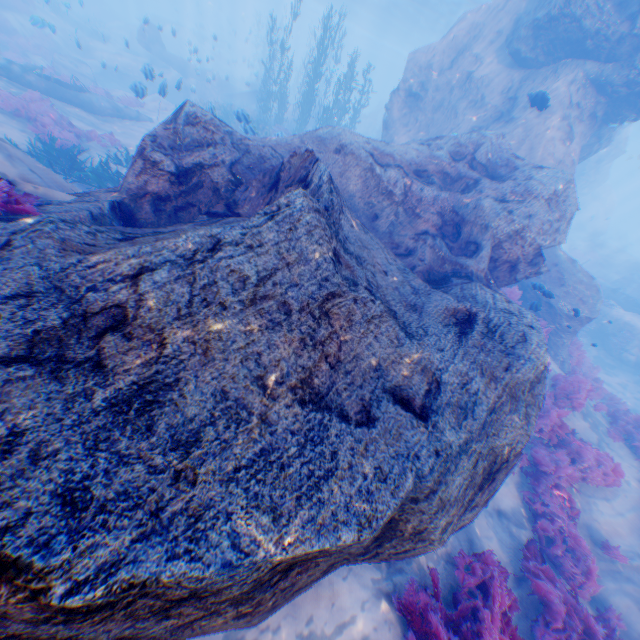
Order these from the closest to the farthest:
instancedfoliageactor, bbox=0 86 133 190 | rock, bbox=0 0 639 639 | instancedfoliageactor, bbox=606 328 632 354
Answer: rock, bbox=0 0 639 639
instancedfoliageactor, bbox=0 86 133 190
instancedfoliageactor, bbox=606 328 632 354

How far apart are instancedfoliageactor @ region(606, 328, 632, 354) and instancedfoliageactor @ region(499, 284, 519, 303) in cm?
1089

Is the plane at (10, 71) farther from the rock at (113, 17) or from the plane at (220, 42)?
the plane at (220, 42)

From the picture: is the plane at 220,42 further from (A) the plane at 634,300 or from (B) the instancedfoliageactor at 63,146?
→ (A) the plane at 634,300

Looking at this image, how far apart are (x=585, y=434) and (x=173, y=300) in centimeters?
1136cm

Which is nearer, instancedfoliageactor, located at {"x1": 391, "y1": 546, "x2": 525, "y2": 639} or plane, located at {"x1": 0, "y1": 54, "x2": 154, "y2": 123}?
instancedfoliageactor, located at {"x1": 391, "y1": 546, "x2": 525, "y2": 639}

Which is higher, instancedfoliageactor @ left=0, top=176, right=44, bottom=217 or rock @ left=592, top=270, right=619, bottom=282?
instancedfoliageactor @ left=0, top=176, right=44, bottom=217

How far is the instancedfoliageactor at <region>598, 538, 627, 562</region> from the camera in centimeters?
661cm
